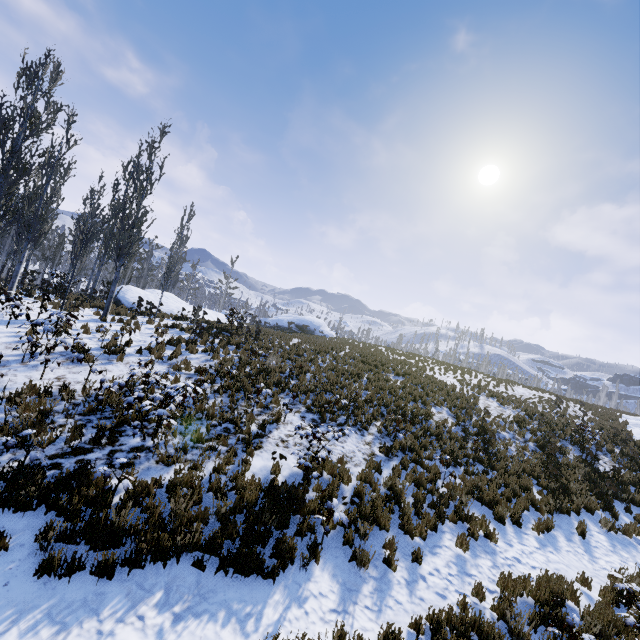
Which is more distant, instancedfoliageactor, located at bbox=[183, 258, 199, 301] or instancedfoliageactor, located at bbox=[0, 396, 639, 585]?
instancedfoliageactor, located at bbox=[183, 258, 199, 301]

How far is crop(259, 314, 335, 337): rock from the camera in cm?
3972

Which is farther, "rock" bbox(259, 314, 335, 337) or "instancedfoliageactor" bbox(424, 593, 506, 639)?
"rock" bbox(259, 314, 335, 337)

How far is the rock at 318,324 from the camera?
39.7m

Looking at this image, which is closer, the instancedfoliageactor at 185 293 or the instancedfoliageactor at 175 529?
the instancedfoliageactor at 175 529

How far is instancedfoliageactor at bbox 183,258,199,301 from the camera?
44.00m

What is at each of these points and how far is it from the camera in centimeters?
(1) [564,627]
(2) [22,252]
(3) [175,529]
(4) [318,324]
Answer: (1) instancedfoliageactor, 580cm
(2) instancedfoliageactor, 1507cm
(3) instancedfoliageactor, 545cm
(4) rock, 4131cm

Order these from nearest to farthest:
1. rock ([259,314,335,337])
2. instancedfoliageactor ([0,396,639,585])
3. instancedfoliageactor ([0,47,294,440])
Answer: instancedfoliageactor ([0,396,639,585]) < instancedfoliageactor ([0,47,294,440]) < rock ([259,314,335,337])
